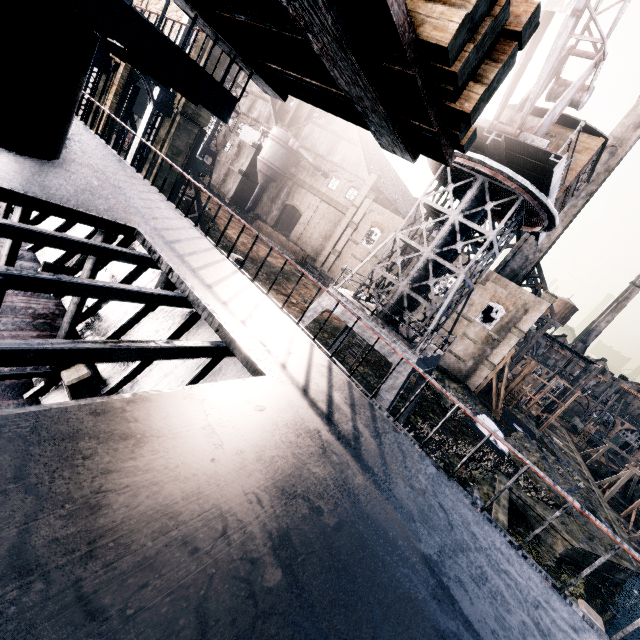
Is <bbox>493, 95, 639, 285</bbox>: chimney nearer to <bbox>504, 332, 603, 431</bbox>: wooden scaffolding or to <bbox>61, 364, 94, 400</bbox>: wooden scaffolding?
<bbox>504, 332, 603, 431</bbox>: wooden scaffolding

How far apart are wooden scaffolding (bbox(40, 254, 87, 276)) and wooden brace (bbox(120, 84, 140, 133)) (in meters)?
28.11

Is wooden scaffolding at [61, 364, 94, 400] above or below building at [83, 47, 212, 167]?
below

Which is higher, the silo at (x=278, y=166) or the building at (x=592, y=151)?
the building at (x=592, y=151)

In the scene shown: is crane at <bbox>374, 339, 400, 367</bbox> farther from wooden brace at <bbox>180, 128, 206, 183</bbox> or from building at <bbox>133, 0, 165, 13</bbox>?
wooden brace at <bbox>180, 128, 206, 183</bbox>

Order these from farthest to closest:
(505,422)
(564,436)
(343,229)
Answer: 1. (564,436)
2. (343,229)
3. (505,422)

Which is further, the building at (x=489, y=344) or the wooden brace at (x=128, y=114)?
the building at (x=489, y=344)

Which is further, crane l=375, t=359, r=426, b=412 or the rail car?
the rail car
